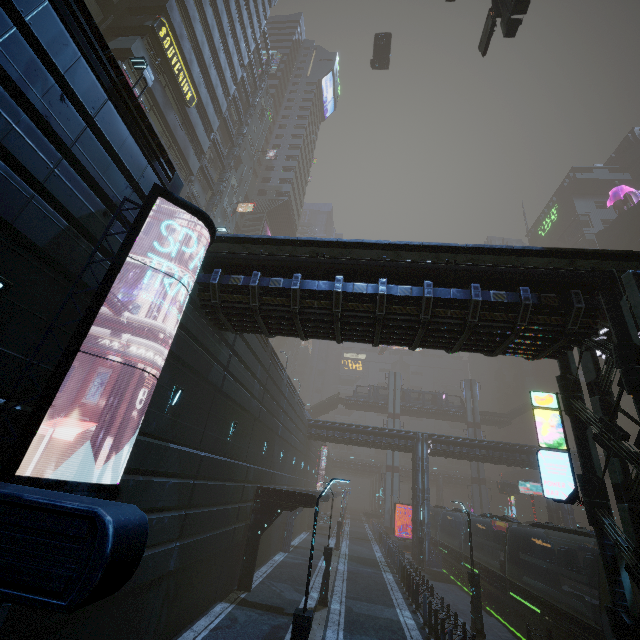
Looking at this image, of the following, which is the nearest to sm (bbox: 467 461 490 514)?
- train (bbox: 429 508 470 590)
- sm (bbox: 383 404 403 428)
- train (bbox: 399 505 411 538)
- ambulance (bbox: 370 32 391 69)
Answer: train (bbox: 399 505 411 538)

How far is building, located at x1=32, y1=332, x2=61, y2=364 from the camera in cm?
582

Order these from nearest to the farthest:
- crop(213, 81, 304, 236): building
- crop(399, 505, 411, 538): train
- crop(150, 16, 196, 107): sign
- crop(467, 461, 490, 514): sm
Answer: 1. crop(150, 16, 196, 107): sign
2. crop(213, 81, 304, 236): building
3. crop(399, 505, 411, 538): train
4. crop(467, 461, 490, 514): sm

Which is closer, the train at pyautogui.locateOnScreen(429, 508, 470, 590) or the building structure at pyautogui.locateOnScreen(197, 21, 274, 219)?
the train at pyautogui.locateOnScreen(429, 508, 470, 590)

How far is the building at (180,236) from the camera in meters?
8.1 m

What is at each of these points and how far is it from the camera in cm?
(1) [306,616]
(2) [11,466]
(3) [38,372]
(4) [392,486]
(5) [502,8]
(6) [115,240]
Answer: (1) street light, 796
(2) sign, 488
(3) building, 584
(4) sm, 5369
(5) building structure, 1548
(6) building, 709

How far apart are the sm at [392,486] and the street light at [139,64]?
57.1m

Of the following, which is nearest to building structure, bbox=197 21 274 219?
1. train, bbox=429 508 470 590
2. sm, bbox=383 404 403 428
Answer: train, bbox=429 508 470 590
